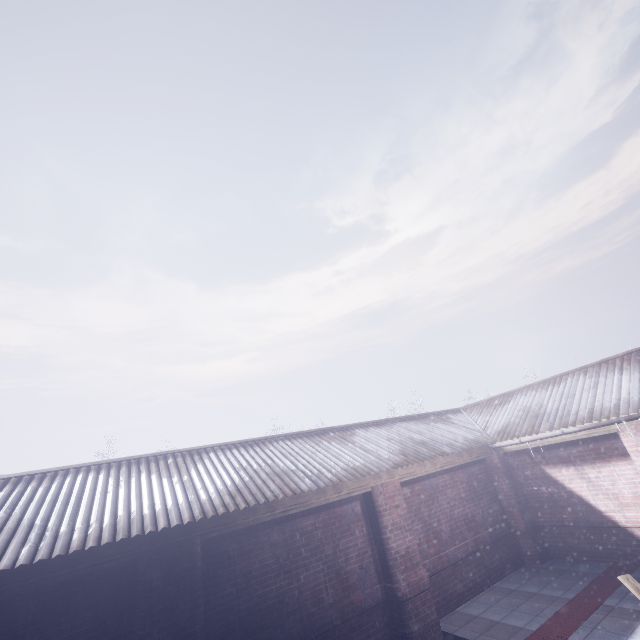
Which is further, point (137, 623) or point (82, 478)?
point (82, 478)
